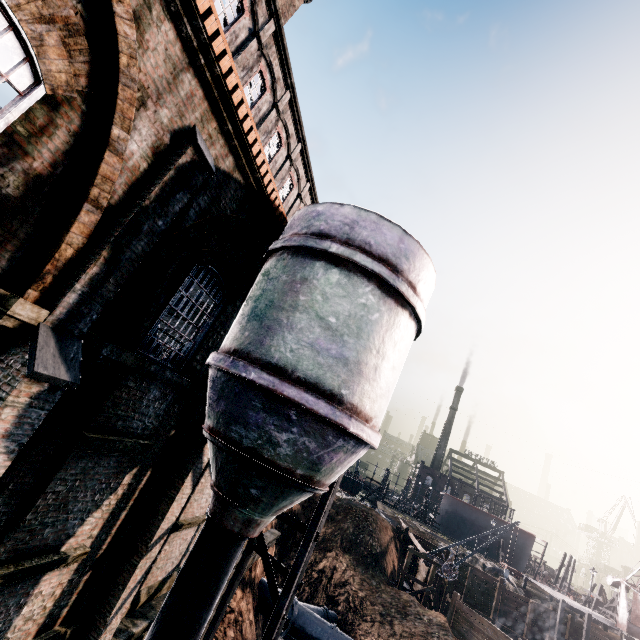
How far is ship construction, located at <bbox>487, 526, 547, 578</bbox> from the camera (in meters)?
55.66

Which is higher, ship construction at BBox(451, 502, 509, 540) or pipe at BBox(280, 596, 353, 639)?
ship construction at BBox(451, 502, 509, 540)

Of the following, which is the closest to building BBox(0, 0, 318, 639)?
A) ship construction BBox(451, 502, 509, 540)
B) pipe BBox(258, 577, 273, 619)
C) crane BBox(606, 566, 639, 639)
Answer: pipe BBox(258, 577, 273, 619)

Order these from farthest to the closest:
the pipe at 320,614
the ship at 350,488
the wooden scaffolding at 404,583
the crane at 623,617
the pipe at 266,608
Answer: the ship at 350,488 → the crane at 623,617 → the wooden scaffolding at 404,583 → the pipe at 266,608 → the pipe at 320,614

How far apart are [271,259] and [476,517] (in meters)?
69.51

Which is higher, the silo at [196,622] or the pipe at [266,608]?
the silo at [196,622]

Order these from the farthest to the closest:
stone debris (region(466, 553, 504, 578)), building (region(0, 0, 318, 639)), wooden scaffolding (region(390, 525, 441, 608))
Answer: stone debris (region(466, 553, 504, 578)), wooden scaffolding (region(390, 525, 441, 608)), building (region(0, 0, 318, 639))

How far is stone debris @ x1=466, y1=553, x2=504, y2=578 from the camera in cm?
3678
